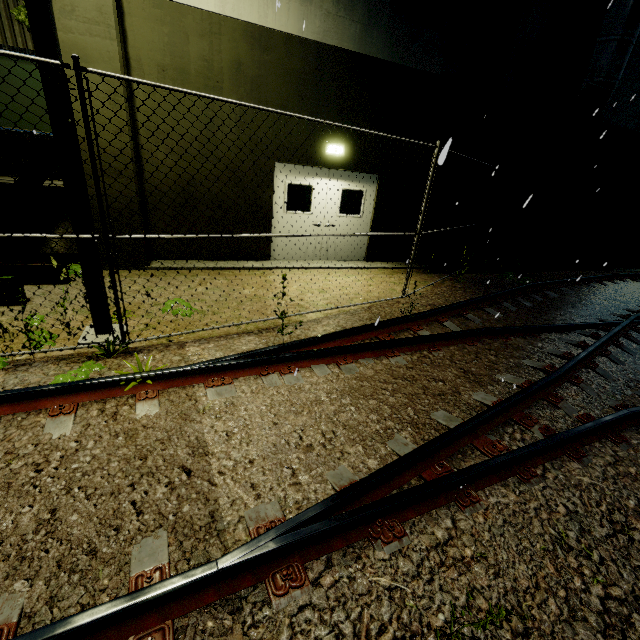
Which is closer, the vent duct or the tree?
the tree

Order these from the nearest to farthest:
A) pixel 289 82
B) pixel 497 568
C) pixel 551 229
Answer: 1. pixel 497 568
2. pixel 289 82
3. pixel 551 229

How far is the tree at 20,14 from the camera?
6.47m

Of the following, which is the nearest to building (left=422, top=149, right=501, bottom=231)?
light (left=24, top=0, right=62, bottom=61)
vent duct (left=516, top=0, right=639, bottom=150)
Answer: vent duct (left=516, top=0, right=639, bottom=150)

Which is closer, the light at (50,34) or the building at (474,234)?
the light at (50,34)

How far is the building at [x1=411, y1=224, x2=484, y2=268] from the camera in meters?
10.4 m

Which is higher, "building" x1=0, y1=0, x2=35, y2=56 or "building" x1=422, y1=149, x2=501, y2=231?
"building" x1=0, y1=0, x2=35, y2=56
